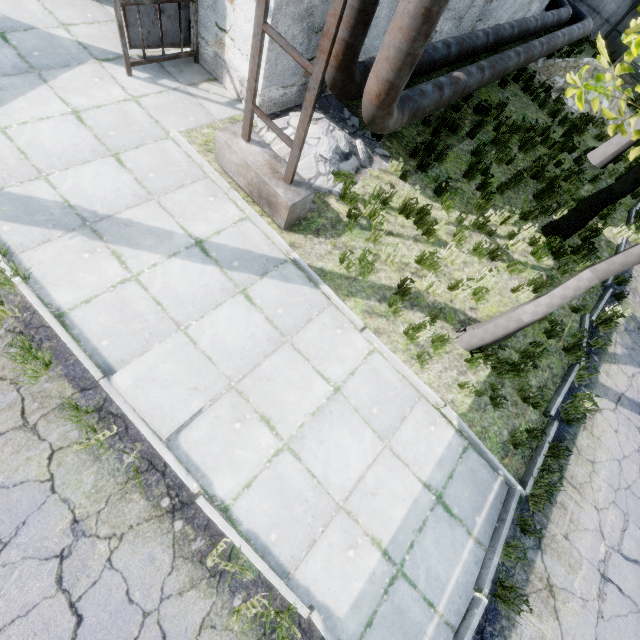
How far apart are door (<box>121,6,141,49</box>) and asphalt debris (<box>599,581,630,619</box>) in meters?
11.5 m

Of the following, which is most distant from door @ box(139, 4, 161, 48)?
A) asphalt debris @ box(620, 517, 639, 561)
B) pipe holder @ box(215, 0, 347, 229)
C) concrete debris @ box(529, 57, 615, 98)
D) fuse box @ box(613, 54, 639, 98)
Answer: fuse box @ box(613, 54, 639, 98)

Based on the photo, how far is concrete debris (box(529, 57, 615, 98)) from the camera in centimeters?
1234cm

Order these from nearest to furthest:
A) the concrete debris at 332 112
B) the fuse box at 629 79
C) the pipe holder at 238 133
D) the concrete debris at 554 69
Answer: the pipe holder at 238 133 < the concrete debris at 332 112 < the concrete debris at 554 69 < the fuse box at 629 79

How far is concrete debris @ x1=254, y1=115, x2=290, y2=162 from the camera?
6.0m

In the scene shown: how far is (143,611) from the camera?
3.0m

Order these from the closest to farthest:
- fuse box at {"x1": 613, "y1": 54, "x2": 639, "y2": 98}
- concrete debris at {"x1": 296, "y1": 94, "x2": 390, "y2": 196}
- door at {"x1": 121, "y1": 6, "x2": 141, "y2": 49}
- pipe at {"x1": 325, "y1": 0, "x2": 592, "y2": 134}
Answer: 1. pipe at {"x1": 325, "y1": 0, "x2": 592, "y2": 134}
2. door at {"x1": 121, "y1": 6, "x2": 141, "y2": 49}
3. concrete debris at {"x1": 296, "y1": 94, "x2": 390, "y2": 196}
4. fuse box at {"x1": 613, "y1": 54, "x2": 639, "y2": 98}

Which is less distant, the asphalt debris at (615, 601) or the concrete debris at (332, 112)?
the asphalt debris at (615, 601)
